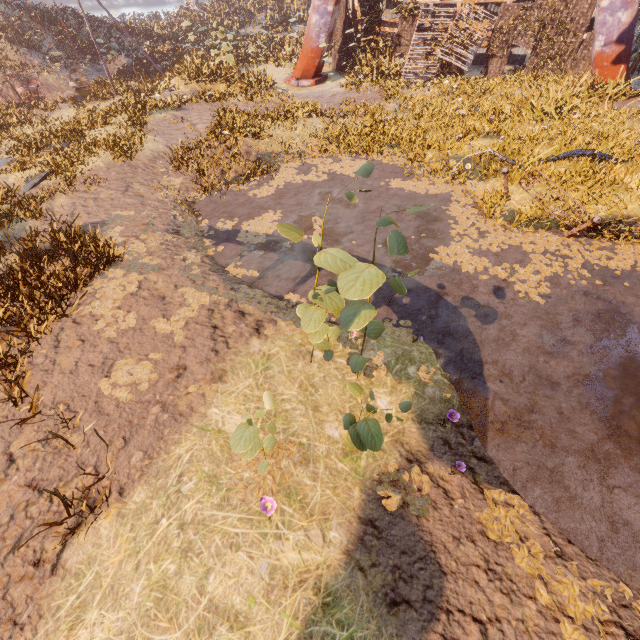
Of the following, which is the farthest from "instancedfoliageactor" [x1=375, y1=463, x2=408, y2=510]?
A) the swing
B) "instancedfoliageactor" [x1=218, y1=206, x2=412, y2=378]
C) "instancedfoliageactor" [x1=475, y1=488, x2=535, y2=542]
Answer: the swing

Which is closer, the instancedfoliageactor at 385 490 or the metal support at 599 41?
the instancedfoliageactor at 385 490

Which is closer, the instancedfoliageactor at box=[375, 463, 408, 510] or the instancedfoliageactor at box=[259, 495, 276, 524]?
the instancedfoliageactor at box=[259, 495, 276, 524]

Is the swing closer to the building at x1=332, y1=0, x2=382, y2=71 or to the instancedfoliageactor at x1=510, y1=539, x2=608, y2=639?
the building at x1=332, y1=0, x2=382, y2=71

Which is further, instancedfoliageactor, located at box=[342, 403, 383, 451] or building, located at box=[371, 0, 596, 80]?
building, located at box=[371, 0, 596, 80]

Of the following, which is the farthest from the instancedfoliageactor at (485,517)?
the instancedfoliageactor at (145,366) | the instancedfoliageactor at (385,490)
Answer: the instancedfoliageactor at (145,366)

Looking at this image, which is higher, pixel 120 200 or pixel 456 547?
pixel 120 200

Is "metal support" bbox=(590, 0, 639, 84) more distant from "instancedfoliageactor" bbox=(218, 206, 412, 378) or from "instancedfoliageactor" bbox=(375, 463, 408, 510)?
"instancedfoliageactor" bbox=(375, 463, 408, 510)
